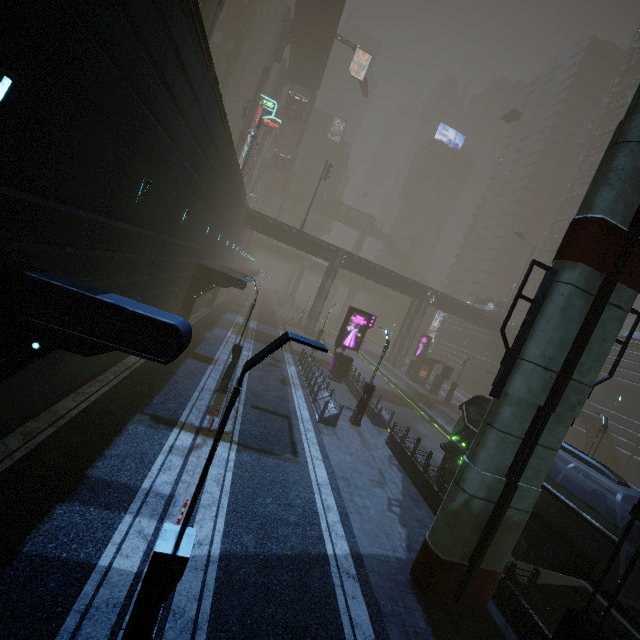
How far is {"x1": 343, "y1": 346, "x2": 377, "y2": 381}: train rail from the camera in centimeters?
3809cm

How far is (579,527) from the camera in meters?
9.0

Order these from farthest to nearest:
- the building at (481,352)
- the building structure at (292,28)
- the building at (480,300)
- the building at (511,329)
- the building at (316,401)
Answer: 1. the building at (480,300)
2. the building at (511,329)
3. the building structure at (292,28)
4. the building at (316,401)
5. the building at (481,352)

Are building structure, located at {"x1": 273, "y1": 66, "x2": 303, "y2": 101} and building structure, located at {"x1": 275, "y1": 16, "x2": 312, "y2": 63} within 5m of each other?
no

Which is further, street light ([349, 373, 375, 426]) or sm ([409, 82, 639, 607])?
street light ([349, 373, 375, 426])

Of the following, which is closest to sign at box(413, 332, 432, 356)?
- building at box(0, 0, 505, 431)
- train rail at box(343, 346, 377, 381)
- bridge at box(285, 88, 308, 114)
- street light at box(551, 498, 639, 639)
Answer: building at box(0, 0, 505, 431)

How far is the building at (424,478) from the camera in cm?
1245

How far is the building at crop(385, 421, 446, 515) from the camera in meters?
12.4 m
